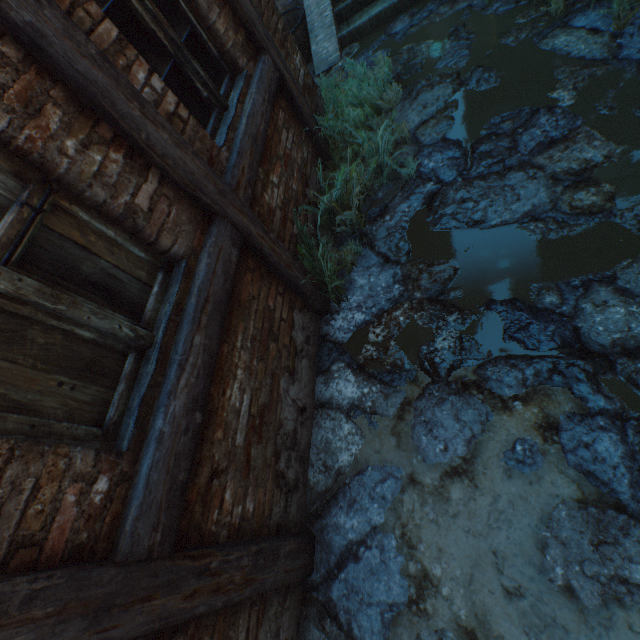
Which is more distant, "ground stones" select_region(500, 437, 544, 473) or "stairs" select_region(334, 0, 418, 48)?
"stairs" select_region(334, 0, 418, 48)

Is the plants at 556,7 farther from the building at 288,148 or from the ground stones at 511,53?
the building at 288,148

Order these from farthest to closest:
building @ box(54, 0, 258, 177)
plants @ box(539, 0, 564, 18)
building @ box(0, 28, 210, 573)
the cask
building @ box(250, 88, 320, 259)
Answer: the cask < plants @ box(539, 0, 564, 18) < building @ box(250, 88, 320, 259) < building @ box(54, 0, 258, 177) < building @ box(0, 28, 210, 573)

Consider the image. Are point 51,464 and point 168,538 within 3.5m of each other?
yes

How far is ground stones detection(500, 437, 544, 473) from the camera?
1.8m

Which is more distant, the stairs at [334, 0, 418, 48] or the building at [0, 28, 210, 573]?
the stairs at [334, 0, 418, 48]

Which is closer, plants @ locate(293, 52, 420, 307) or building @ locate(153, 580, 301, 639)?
building @ locate(153, 580, 301, 639)

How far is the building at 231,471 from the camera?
1.68m
